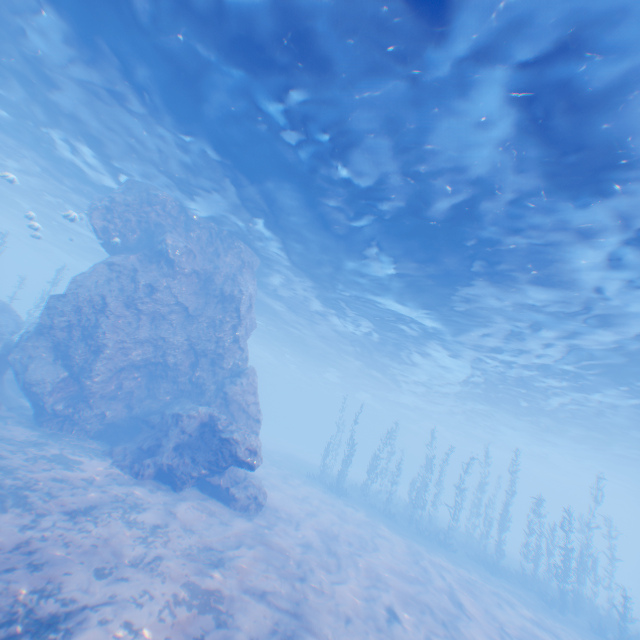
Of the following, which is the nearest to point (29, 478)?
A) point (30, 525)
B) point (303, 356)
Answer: point (30, 525)

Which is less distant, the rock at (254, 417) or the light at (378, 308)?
the light at (378, 308)

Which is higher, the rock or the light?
the light

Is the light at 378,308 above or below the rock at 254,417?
above

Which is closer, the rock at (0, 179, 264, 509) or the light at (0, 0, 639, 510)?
the light at (0, 0, 639, 510)
